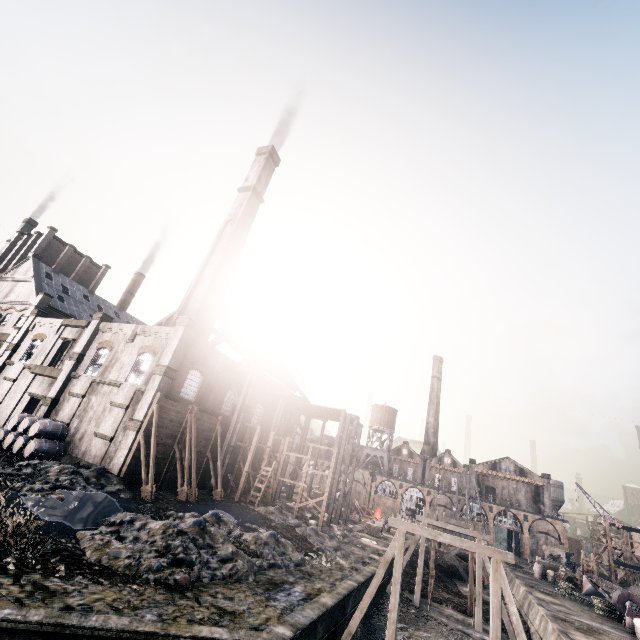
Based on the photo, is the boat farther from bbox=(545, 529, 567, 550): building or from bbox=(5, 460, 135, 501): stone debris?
bbox=(5, 460, 135, 501): stone debris

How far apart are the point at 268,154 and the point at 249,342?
27.2 meters

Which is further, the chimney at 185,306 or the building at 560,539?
the building at 560,539

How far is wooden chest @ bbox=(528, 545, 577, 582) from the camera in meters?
42.0

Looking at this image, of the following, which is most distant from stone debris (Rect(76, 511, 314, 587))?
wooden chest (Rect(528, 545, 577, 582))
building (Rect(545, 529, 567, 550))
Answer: building (Rect(545, 529, 567, 550))

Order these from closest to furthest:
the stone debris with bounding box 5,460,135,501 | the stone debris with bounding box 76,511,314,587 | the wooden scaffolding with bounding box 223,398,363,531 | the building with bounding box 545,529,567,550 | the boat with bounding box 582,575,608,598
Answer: the stone debris with bounding box 76,511,314,587, the stone debris with bounding box 5,460,135,501, the wooden scaffolding with bounding box 223,398,363,531, the boat with bounding box 582,575,608,598, the building with bounding box 545,529,567,550

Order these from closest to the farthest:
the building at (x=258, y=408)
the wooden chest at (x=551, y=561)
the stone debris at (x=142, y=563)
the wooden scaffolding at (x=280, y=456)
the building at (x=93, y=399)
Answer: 1. the stone debris at (x=142, y=563)
2. the building at (x=93, y=399)
3. the wooden scaffolding at (x=280, y=456)
4. the building at (x=258, y=408)
5. the wooden chest at (x=551, y=561)

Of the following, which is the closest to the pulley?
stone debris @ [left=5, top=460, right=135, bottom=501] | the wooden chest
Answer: the wooden chest
